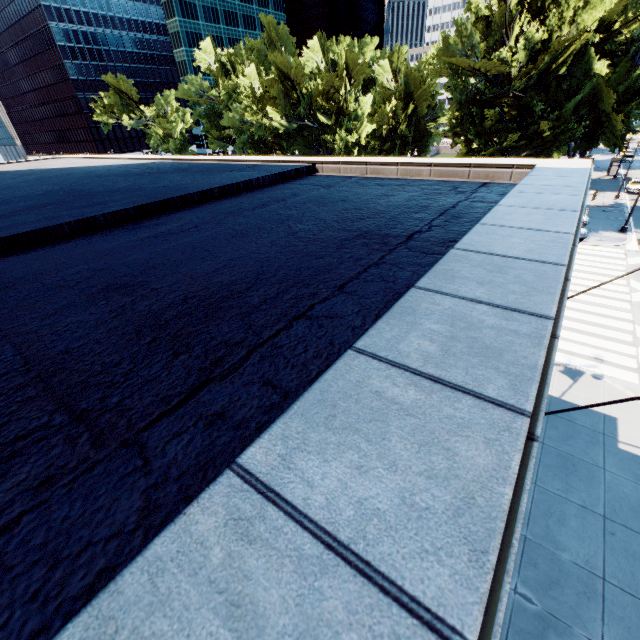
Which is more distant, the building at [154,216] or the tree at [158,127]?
the tree at [158,127]

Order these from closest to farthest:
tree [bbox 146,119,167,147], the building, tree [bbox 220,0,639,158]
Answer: the building, tree [bbox 220,0,639,158], tree [bbox 146,119,167,147]

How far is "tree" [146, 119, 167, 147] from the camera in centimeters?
5771cm

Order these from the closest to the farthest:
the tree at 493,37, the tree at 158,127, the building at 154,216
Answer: the building at 154,216 → the tree at 493,37 → the tree at 158,127

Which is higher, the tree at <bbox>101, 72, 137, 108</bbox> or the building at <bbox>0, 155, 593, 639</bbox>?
the tree at <bbox>101, 72, 137, 108</bbox>

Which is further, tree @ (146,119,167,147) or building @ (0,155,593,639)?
tree @ (146,119,167,147)

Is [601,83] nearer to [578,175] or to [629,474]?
[578,175]
